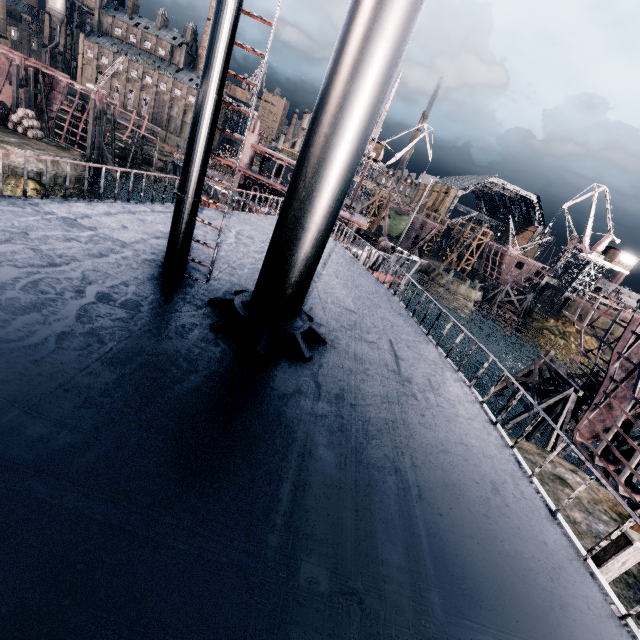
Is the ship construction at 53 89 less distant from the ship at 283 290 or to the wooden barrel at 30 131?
the wooden barrel at 30 131

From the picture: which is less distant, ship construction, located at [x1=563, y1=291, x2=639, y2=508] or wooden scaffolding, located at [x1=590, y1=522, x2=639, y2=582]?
wooden scaffolding, located at [x1=590, y1=522, x2=639, y2=582]

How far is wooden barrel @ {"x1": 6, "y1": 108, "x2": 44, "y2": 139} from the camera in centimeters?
3553cm

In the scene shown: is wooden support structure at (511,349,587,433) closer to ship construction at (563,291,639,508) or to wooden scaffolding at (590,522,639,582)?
ship construction at (563,291,639,508)

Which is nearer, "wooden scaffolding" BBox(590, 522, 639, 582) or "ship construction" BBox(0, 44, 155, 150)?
"wooden scaffolding" BBox(590, 522, 639, 582)

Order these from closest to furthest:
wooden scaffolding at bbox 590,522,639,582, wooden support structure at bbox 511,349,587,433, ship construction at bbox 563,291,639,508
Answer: wooden scaffolding at bbox 590,522,639,582
ship construction at bbox 563,291,639,508
wooden support structure at bbox 511,349,587,433

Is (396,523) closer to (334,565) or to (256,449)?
(334,565)

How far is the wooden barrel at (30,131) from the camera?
35.5m
